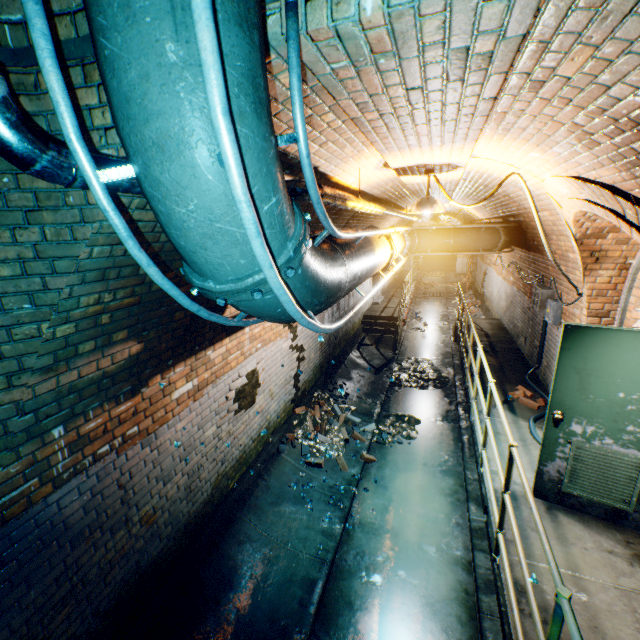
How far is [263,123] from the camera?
0.97m

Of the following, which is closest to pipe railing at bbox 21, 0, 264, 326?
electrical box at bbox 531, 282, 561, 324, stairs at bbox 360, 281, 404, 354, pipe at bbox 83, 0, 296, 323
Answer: pipe at bbox 83, 0, 296, 323

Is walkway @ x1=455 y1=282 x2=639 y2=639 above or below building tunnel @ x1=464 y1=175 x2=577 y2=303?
below

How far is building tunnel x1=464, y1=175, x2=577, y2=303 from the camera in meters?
5.1

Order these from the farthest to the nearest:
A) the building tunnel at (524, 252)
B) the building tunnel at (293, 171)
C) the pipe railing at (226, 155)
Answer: the building tunnel at (524, 252) → the building tunnel at (293, 171) → the pipe railing at (226, 155)

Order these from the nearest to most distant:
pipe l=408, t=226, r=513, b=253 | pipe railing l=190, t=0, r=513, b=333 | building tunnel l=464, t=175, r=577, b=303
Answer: pipe railing l=190, t=0, r=513, b=333 < building tunnel l=464, t=175, r=577, b=303 < pipe l=408, t=226, r=513, b=253

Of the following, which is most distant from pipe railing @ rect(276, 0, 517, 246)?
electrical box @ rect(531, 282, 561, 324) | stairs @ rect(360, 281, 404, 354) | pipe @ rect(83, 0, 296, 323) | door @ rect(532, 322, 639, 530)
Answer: stairs @ rect(360, 281, 404, 354)

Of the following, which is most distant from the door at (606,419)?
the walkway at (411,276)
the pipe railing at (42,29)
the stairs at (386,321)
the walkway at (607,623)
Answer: the stairs at (386,321)
